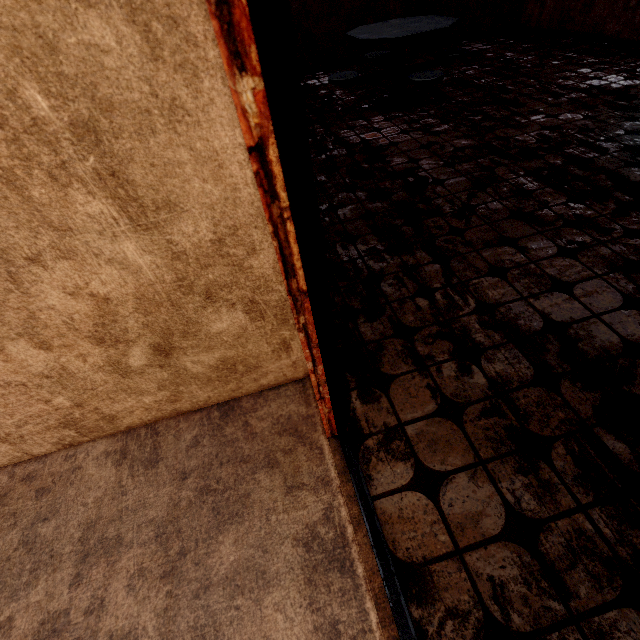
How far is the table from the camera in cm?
355

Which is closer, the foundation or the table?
the foundation

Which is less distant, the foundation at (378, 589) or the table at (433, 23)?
the foundation at (378, 589)

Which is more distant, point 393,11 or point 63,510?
point 393,11

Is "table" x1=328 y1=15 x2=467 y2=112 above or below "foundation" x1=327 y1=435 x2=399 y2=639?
above

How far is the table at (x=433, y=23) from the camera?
3.6m
